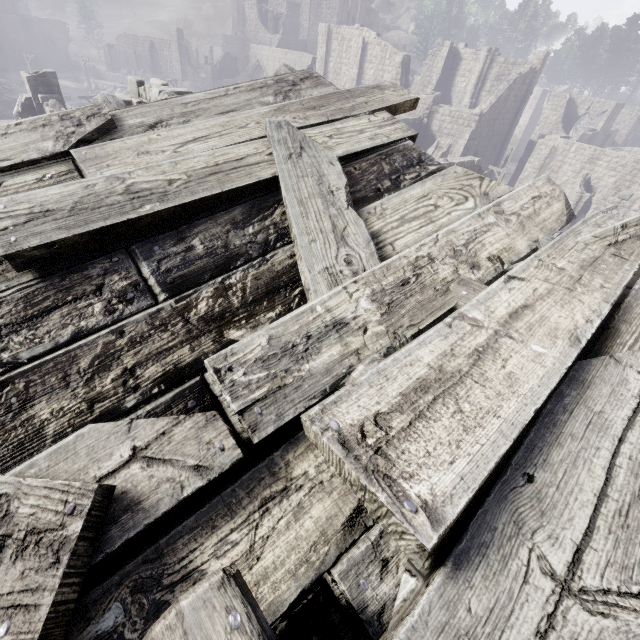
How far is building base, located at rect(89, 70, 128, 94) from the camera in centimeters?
4675cm

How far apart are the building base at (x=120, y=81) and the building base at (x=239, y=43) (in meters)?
18.30

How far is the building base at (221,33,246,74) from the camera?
55.91m

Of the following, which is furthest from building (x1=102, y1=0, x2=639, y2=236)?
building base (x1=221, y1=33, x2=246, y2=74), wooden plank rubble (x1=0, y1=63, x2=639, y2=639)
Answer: building base (x1=221, y1=33, x2=246, y2=74)

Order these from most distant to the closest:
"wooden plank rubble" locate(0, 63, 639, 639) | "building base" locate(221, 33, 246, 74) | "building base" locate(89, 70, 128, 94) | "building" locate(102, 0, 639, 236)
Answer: "building base" locate(221, 33, 246, 74), "building base" locate(89, 70, 128, 94), "building" locate(102, 0, 639, 236), "wooden plank rubble" locate(0, 63, 639, 639)

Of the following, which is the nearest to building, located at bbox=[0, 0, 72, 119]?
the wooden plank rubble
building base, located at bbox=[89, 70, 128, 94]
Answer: the wooden plank rubble

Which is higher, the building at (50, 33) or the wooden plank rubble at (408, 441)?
the wooden plank rubble at (408, 441)

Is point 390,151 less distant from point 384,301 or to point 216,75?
point 384,301
